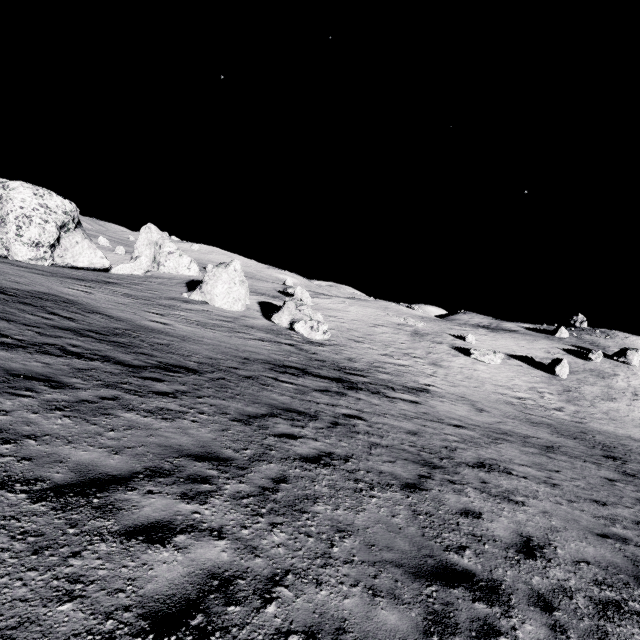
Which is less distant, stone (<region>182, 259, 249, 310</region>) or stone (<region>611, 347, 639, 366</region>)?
stone (<region>182, 259, 249, 310</region>)

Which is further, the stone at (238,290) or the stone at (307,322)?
the stone at (238,290)

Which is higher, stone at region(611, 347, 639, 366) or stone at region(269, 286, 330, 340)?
stone at region(611, 347, 639, 366)

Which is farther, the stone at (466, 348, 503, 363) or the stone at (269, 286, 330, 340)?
the stone at (466, 348, 503, 363)

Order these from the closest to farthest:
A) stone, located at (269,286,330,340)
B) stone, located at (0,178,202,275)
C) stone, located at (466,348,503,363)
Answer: stone, located at (269,286,330,340)
stone, located at (0,178,202,275)
stone, located at (466,348,503,363)

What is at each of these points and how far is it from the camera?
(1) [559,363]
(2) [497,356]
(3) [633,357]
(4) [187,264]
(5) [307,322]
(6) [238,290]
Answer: (1) stone, 36.19m
(2) stone, 35.56m
(3) stone, 44.44m
(4) stone, 49.56m
(5) stone, 26.94m
(6) stone, 30.00m

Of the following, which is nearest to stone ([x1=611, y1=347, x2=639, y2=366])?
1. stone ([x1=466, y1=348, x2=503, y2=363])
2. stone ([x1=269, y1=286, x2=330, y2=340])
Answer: stone ([x1=466, y1=348, x2=503, y2=363])

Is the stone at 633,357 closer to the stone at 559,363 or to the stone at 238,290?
the stone at 559,363
